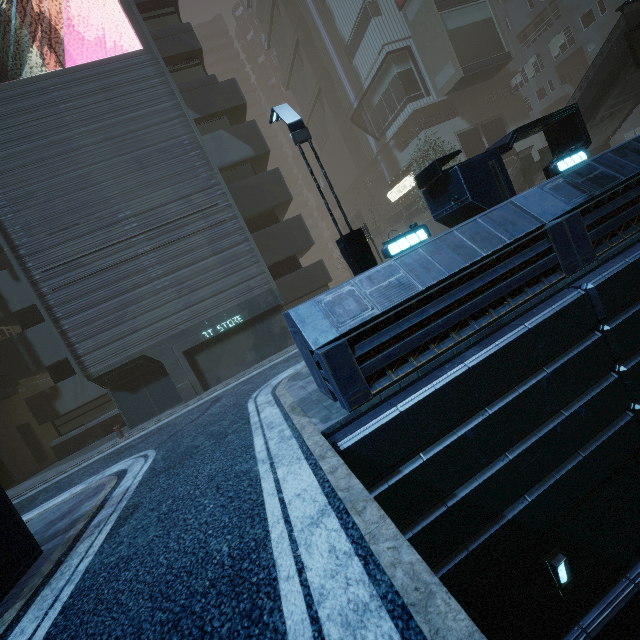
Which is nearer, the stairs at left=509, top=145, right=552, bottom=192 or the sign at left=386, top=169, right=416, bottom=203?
the stairs at left=509, top=145, right=552, bottom=192

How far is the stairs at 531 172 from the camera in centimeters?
1911cm

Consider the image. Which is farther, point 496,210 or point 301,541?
point 496,210

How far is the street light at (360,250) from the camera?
8.04m

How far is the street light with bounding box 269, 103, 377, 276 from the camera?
8.0m

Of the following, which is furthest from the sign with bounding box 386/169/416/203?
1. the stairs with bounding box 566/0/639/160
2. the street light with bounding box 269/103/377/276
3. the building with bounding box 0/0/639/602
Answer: the street light with bounding box 269/103/377/276

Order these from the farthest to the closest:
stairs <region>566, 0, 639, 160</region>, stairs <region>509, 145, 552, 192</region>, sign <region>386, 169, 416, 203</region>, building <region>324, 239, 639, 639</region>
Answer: sign <region>386, 169, 416, 203</region> → stairs <region>509, 145, 552, 192</region> → stairs <region>566, 0, 639, 160</region> → building <region>324, 239, 639, 639</region>

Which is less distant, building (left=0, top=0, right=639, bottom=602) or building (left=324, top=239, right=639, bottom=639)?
building (left=324, top=239, right=639, bottom=639)
